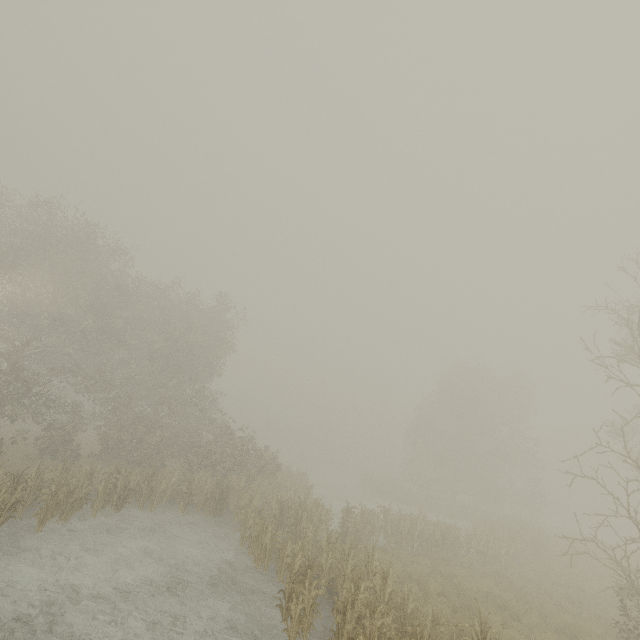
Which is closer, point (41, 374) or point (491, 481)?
point (41, 374)
